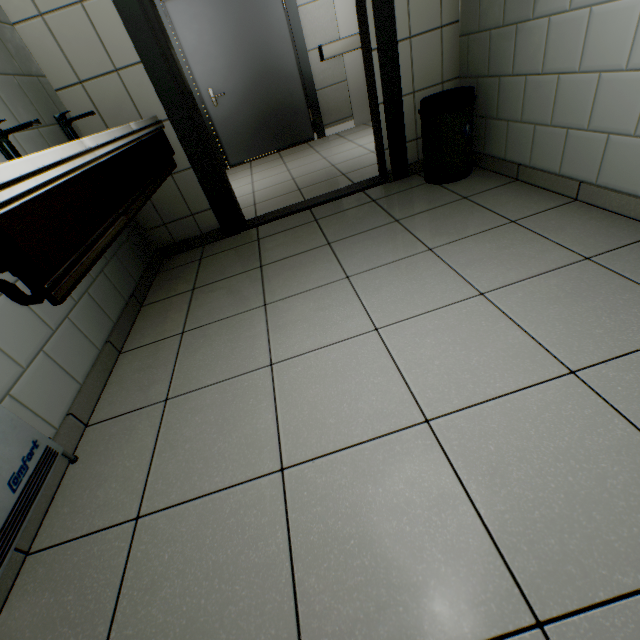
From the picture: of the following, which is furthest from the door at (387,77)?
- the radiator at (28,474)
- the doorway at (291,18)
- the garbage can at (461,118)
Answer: the doorway at (291,18)

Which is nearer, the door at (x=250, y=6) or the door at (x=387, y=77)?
the door at (x=387, y=77)

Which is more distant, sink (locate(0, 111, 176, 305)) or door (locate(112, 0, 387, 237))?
door (locate(112, 0, 387, 237))

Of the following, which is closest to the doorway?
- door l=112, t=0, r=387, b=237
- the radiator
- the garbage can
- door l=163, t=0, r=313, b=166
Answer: door l=163, t=0, r=313, b=166

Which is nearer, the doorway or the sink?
the sink

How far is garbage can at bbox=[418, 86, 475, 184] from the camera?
2.19m

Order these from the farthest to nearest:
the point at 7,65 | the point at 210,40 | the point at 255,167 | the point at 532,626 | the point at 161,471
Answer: the point at 255,167 < the point at 210,40 < the point at 7,65 < the point at 161,471 < the point at 532,626
